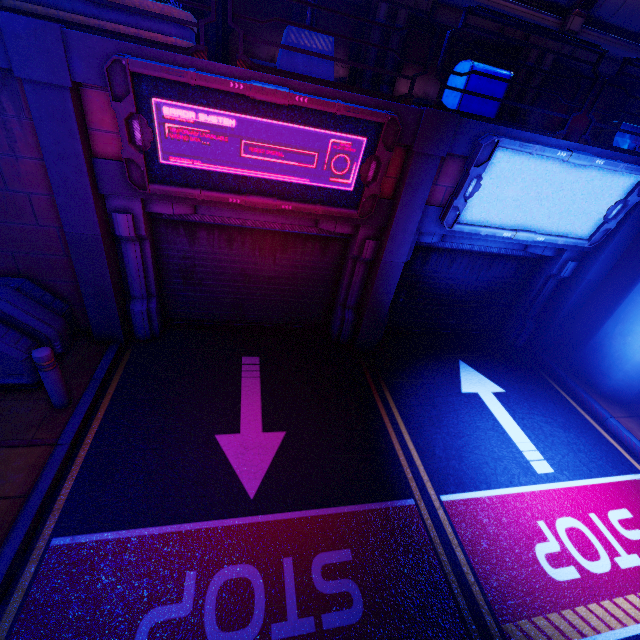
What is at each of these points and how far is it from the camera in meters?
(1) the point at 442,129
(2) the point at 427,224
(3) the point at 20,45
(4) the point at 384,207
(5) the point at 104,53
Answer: (1) pillar, 5.0 m
(2) beam, 6.2 m
(3) pillar, 3.7 m
(4) beam, 5.9 m
(5) beam, 3.9 m

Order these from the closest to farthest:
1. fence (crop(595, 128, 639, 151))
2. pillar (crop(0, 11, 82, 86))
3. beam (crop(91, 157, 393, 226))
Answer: pillar (crop(0, 11, 82, 86)), beam (crop(91, 157, 393, 226)), fence (crop(595, 128, 639, 151))

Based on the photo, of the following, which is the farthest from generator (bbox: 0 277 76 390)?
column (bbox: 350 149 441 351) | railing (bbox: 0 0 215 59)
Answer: column (bbox: 350 149 441 351)

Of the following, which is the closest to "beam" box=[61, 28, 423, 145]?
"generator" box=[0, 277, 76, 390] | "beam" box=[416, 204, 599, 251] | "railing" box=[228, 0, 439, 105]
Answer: "railing" box=[228, 0, 439, 105]

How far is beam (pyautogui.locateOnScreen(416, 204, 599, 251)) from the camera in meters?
6.1 m

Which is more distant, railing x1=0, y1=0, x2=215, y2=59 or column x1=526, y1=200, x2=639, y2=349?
column x1=526, y1=200, x2=639, y2=349

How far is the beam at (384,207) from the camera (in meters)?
4.75

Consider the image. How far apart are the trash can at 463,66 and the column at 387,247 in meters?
0.7
